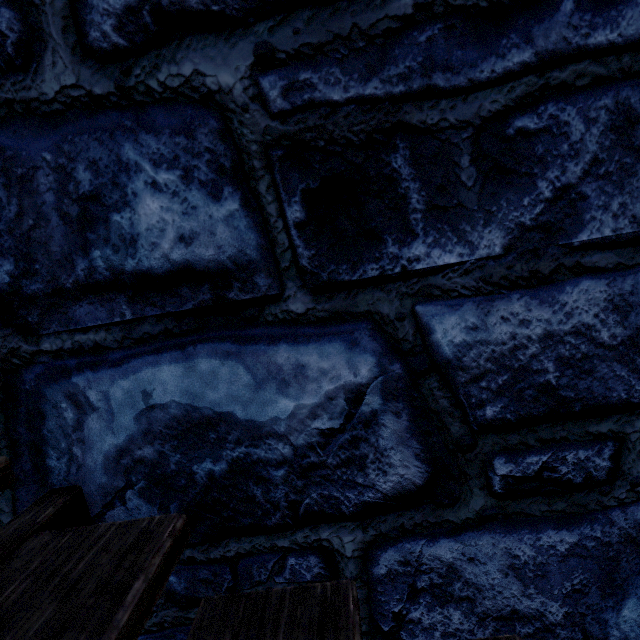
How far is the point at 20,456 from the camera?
0.9m
